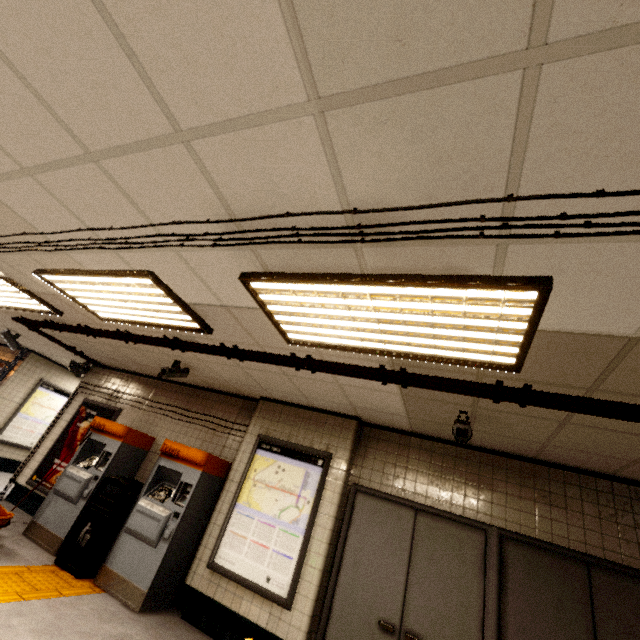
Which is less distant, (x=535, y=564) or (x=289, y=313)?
(x=289, y=313)

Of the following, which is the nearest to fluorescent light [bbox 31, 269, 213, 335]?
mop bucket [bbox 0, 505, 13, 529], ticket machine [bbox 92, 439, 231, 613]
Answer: ticket machine [bbox 92, 439, 231, 613]

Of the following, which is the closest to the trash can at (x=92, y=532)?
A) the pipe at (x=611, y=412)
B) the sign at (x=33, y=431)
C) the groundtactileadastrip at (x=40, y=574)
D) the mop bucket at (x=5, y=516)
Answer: the groundtactileadastrip at (x=40, y=574)

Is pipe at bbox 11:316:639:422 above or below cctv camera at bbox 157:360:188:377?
above

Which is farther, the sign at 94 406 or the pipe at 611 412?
the sign at 94 406

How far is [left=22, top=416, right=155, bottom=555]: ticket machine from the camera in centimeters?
484cm

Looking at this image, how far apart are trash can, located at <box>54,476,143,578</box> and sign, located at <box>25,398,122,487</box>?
1.5 meters

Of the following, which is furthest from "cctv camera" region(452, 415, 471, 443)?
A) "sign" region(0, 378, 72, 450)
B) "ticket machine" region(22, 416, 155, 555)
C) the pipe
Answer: "sign" region(0, 378, 72, 450)
